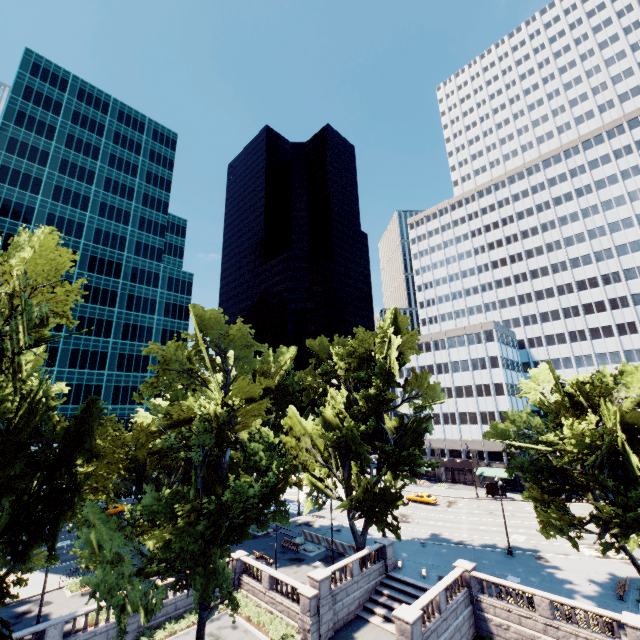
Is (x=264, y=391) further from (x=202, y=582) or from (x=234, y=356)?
(x=202, y=582)

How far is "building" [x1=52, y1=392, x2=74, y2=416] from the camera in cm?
5850

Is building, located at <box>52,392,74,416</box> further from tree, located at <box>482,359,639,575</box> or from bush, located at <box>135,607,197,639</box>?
bush, located at <box>135,607,197,639</box>

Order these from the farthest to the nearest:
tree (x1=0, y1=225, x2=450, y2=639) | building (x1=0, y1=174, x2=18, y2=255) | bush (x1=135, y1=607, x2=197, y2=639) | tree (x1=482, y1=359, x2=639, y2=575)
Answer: building (x1=0, y1=174, x2=18, y2=255) → bush (x1=135, y1=607, x2=197, y2=639) → tree (x1=482, y1=359, x2=639, y2=575) → tree (x1=0, y1=225, x2=450, y2=639)

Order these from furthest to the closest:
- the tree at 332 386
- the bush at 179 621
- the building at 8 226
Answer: the building at 8 226
the bush at 179 621
the tree at 332 386

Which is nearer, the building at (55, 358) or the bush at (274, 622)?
the bush at (274, 622)
